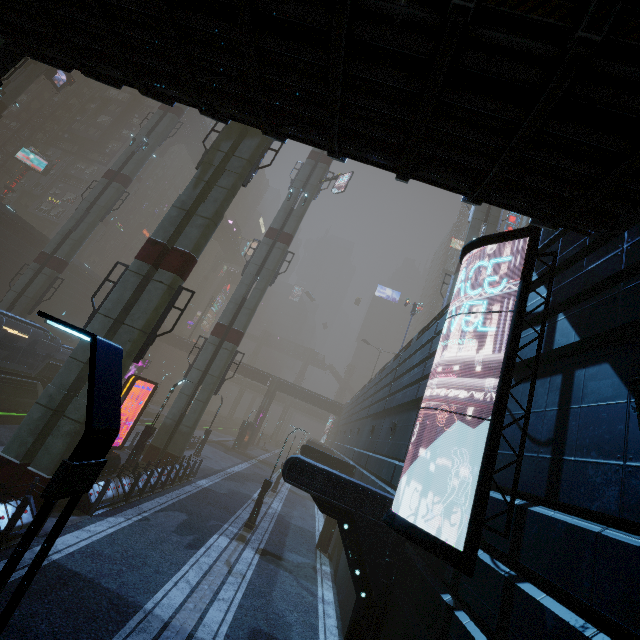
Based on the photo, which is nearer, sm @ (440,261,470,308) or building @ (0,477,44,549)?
building @ (0,477,44,549)

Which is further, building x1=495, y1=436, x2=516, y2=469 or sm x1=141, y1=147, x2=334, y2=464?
sm x1=141, y1=147, x2=334, y2=464

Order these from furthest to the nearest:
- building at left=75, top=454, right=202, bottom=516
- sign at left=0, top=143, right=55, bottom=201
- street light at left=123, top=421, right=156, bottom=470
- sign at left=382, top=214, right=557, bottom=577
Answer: sign at left=0, top=143, right=55, bottom=201
street light at left=123, top=421, right=156, bottom=470
building at left=75, top=454, right=202, bottom=516
sign at left=382, top=214, right=557, bottom=577

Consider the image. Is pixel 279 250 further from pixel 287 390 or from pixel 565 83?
pixel 287 390

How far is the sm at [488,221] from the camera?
26.6 meters

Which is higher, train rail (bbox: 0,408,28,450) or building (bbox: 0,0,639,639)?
building (bbox: 0,0,639,639)

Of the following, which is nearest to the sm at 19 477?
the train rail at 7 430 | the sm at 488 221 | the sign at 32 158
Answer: the train rail at 7 430

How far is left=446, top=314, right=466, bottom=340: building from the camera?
10.4m
